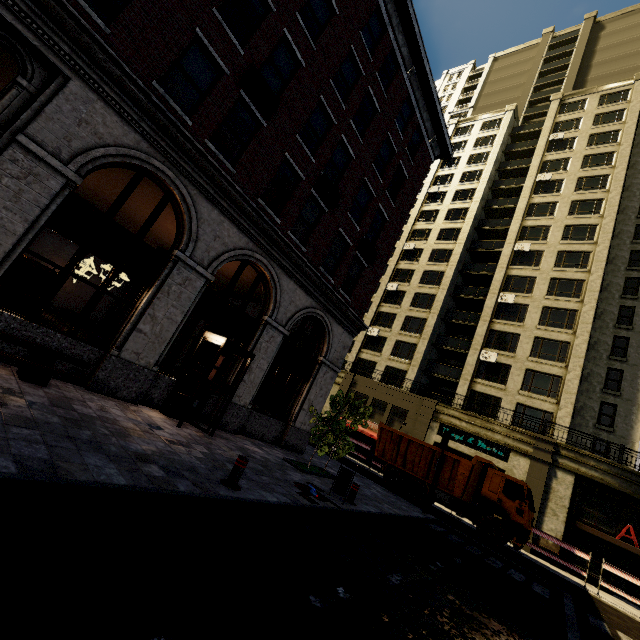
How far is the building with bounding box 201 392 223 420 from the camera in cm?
1096

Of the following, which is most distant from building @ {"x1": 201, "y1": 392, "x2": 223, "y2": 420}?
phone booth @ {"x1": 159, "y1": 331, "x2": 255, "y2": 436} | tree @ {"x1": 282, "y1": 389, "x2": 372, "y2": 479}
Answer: tree @ {"x1": 282, "y1": 389, "x2": 372, "y2": 479}

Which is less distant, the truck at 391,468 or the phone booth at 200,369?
the phone booth at 200,369

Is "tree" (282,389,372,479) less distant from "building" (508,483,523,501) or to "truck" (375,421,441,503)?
"building" (508,483,523,501)

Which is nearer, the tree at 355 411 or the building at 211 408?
the building at 211 408

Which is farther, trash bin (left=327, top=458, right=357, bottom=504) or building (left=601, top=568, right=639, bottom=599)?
building (left=601, top=568, right=639, bottom=599)

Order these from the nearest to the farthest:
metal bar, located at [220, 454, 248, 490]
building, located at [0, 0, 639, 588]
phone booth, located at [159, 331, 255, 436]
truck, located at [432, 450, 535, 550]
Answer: metal bar, located at [220, 454, 248, 490] < building, located at [0, 0, 639, 588] < phone booth, located at [159, 331, 255, 436] < truck, located at [432, 450, 535, 550]

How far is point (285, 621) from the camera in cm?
320
